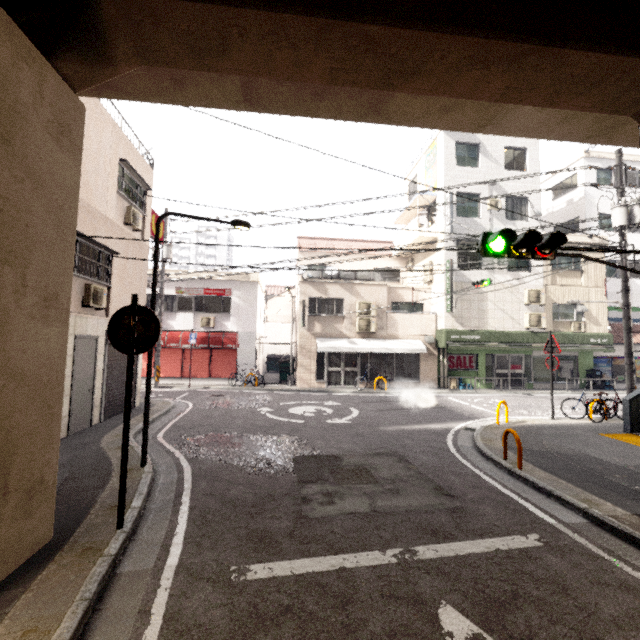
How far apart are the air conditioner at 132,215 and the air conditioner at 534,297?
19.2 meters

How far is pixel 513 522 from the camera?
4.6m

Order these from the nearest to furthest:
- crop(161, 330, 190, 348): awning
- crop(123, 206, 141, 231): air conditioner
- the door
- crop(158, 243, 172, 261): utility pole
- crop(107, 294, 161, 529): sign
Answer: crop(107, 294, 161, 529): sign, the door, crop(123, 206, 141, 231): air conditioner, crop(158, 243, 172, 261): utility pole, crop(161, 330, 190, 348): awning

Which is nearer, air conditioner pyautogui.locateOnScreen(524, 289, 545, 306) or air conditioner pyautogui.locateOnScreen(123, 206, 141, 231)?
air conditioner pyautogui.locateOnScreen(123, 206, 141, 231)

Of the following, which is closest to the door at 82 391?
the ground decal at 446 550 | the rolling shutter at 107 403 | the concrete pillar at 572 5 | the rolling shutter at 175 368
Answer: the rolling shutter at 107 403

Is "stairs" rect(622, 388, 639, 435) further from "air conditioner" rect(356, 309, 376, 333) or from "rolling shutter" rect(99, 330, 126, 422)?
"rolling shutter" rect(99, 330, 126, 422)

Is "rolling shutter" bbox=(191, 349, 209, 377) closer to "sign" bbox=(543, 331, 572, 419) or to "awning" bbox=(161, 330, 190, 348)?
"awning" bbox=(161, 330, 190, 348)

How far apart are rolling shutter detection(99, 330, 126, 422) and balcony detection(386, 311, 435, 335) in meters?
12.0 m
